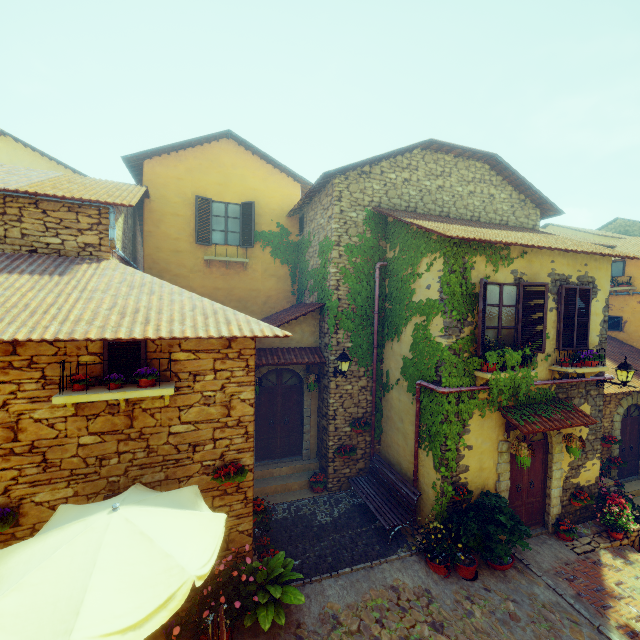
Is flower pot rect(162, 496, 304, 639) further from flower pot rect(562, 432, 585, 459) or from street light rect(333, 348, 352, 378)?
flower pot rect(562, 432, 585, 459)

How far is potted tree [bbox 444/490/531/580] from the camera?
6.72m

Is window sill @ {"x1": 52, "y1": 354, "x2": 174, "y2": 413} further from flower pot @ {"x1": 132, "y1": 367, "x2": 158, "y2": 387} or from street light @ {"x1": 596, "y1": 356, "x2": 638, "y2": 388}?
street light @ {"x1": 596, "y1": 356, "x2": 638, "y2": 388}

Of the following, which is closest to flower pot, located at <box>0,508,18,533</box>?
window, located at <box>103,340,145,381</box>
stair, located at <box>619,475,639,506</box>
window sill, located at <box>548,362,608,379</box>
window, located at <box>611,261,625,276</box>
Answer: window, located at <box>103,340,145,381</box>

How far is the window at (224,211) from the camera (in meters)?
11.23

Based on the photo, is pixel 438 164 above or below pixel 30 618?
above

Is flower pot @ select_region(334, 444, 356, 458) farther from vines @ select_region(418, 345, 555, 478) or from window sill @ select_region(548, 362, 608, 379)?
window sill @ select_region(548, 362, 608, 379)

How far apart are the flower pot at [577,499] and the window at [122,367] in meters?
10.9 m
